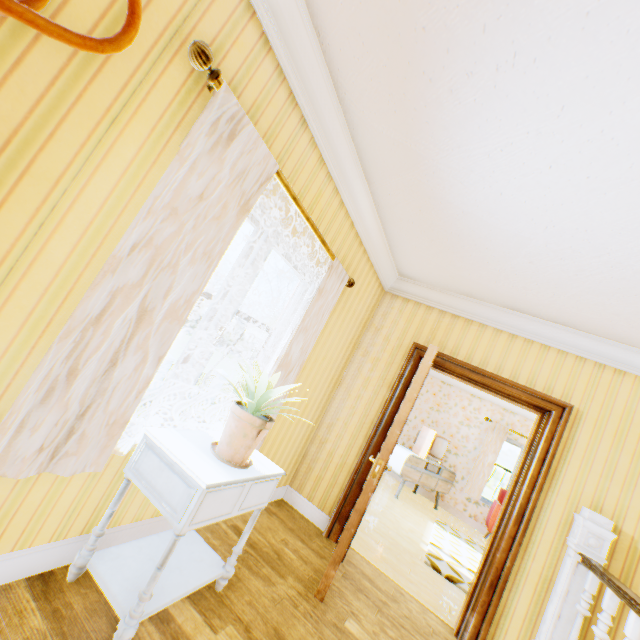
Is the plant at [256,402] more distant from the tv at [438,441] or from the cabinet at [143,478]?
the tv at [438,441]

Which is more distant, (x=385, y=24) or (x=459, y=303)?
(x=459, y=303)

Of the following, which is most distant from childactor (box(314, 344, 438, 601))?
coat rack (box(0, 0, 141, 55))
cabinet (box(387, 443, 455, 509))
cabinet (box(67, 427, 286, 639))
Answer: cabinet (box(387, 443, 455, 509))

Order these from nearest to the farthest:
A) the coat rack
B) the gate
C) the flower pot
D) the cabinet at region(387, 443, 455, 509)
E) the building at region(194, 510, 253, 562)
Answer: the coat rack < the flower pot < the building at region(194, 510, 253, 562) < the cabinet at region(387, 443, 455, 509) < the gate

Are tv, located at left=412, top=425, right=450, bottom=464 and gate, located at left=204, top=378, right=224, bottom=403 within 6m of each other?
no

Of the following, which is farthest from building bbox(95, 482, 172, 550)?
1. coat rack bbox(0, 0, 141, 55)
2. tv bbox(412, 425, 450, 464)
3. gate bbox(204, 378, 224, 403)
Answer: gate bbox(204, 378, 224, 403)

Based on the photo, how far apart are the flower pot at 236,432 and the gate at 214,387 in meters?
22.3 m

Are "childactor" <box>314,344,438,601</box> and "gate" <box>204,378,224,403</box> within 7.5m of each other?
no
